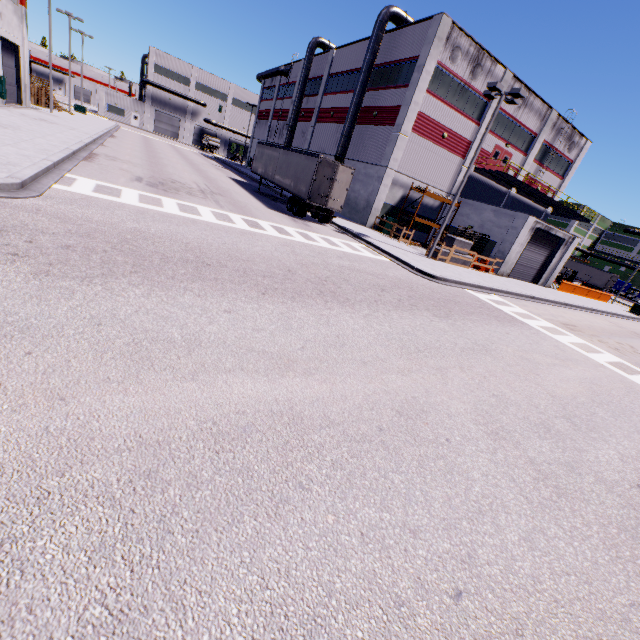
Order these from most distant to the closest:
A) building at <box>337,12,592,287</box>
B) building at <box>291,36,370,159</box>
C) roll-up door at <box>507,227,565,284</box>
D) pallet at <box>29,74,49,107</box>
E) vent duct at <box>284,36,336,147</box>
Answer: vent duct at <box>284,36,336,147</box> < pallet at <box>29,74,49,107</box> < building at <box>291,36,370,159</box> < roll-up door at <box>507,227,565,284</box> < building at <box>337,12,592,287</box>

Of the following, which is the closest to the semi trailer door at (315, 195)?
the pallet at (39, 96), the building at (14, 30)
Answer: the building at (14, 30)

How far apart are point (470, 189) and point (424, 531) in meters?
34.2

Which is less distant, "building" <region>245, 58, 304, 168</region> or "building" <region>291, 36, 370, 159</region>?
"building" <region>291, 36, 370, 159</region>

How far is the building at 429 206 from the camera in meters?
29.4

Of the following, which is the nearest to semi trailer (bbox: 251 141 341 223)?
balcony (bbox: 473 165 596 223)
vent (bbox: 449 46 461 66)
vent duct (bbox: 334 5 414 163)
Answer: vent duct (bbox: 334 5 414 163)

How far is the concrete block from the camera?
22.28m

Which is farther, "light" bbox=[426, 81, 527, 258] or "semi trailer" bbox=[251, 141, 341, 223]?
"semi trailer" bbox=[251, 141, 341, 223]
